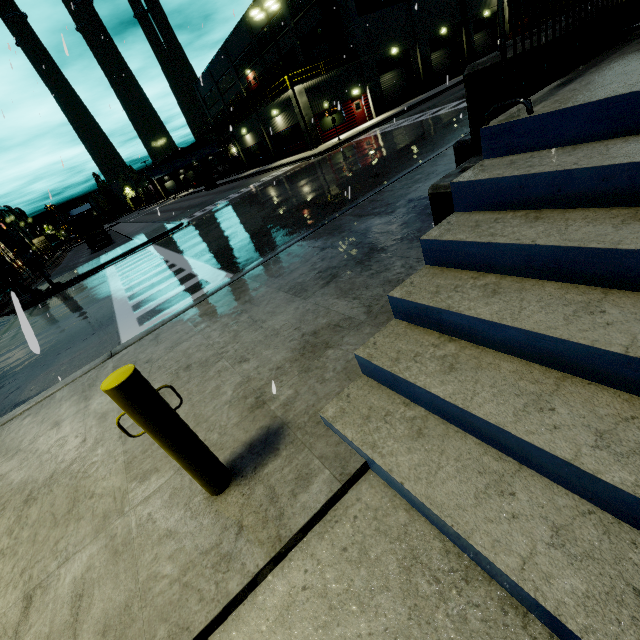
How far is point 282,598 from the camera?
1.8 meters

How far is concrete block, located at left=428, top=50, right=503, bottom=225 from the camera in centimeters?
363cm

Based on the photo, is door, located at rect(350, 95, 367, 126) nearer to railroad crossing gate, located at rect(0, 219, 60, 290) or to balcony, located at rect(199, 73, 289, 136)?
balcony, located at rect(199, 73, 289, 136)

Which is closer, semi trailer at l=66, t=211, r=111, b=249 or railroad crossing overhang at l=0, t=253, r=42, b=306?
railroad crossing overhang at l=0, t=253, r=42, b=306

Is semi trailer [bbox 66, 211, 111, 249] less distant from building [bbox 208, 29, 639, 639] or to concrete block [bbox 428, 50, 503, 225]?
building [bbox 208, 29, 639, 639]

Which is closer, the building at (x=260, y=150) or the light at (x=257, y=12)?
the light at (x=257, y=12)

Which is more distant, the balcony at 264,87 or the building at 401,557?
the balcony at 264,87

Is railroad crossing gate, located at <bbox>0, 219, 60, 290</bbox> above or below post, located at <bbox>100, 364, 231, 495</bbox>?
above
